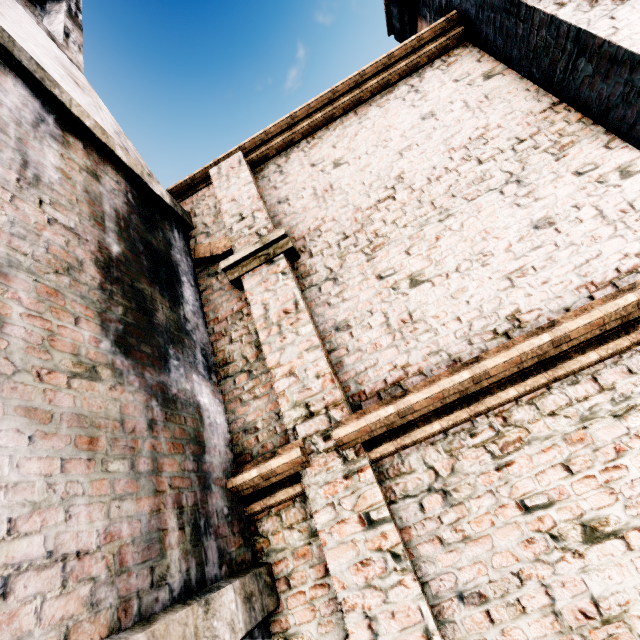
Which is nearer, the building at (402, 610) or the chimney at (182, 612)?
the chimney at (182, 612)

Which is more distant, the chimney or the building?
Answer: the building

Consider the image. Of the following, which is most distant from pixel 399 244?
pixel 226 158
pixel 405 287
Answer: pixel 226 158
